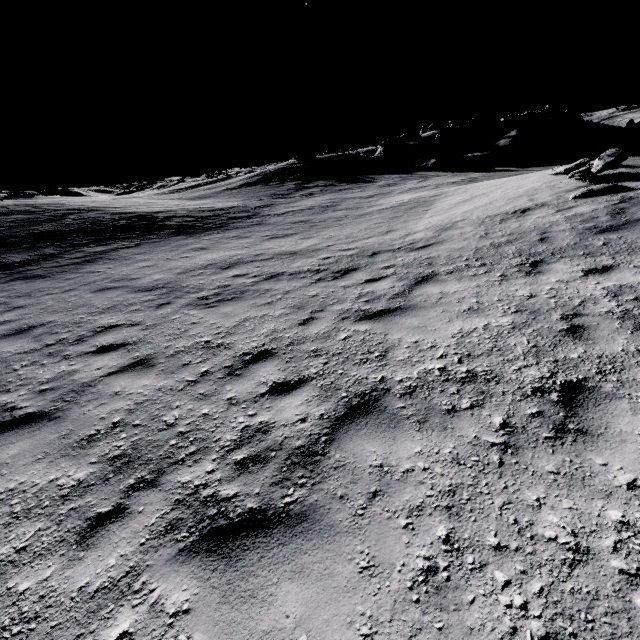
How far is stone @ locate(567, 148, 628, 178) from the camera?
9.7m

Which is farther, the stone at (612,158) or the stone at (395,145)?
the stone at (395,145)

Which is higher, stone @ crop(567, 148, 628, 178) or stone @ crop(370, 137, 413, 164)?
stone @ crop(370, 137, 413, 164)

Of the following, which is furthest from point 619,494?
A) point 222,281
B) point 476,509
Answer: point 222,281

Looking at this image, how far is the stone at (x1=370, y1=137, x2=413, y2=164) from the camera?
38.34m

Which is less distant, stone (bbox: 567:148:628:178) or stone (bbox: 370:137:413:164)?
stone (bbox: 567:148:628:178)

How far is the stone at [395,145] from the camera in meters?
38.3 m
